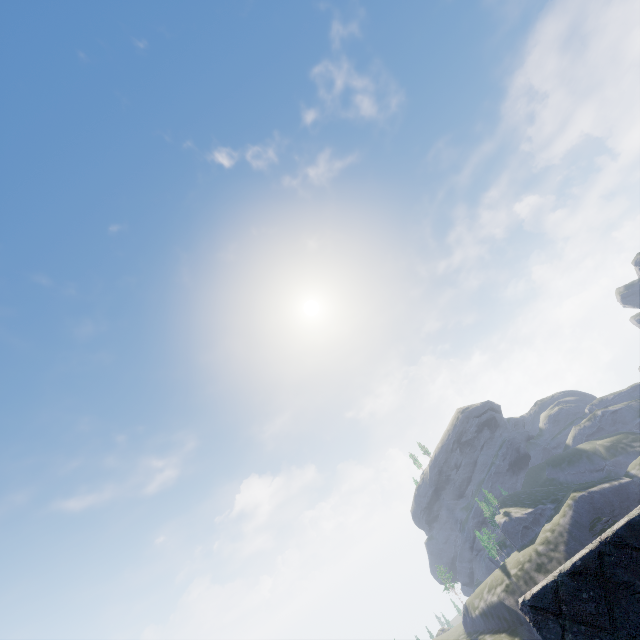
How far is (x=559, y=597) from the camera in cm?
221
